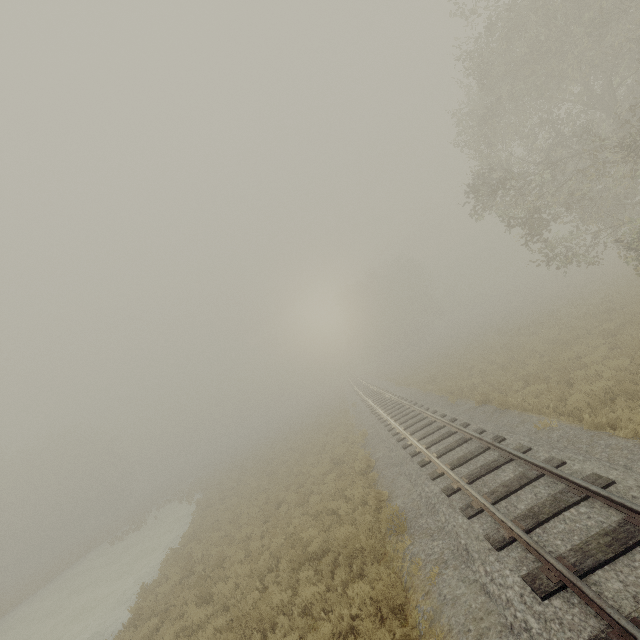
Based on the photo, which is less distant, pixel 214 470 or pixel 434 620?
pixel 434 620

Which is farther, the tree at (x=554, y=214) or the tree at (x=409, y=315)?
the tree at (x=409, y=315)

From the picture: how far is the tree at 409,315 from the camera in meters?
56.5 m

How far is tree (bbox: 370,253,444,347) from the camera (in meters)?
56.50

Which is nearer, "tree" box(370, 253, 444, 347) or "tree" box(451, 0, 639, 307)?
"tree" box(451, 0, 639, 307)
